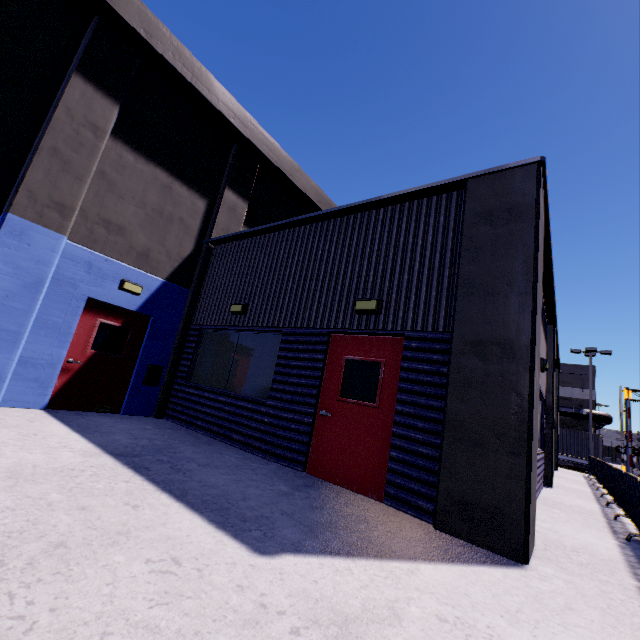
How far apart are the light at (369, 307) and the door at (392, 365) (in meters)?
0.34

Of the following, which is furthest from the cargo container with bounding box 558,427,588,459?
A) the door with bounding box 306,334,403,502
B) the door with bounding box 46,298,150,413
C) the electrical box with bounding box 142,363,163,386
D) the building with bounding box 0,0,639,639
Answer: the door with bounding box 46,298,150,413

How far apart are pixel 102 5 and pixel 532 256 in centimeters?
994cm

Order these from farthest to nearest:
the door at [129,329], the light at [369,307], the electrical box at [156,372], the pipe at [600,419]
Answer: the pipe at [600,419] → the electrical box at [156,372] → the door at [129,329] → the light at [369,307]

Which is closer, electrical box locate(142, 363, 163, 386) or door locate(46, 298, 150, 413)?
door locate(46, 298, 150, 413)

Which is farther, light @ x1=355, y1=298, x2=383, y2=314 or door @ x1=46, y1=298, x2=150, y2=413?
door @ x1=46, y1=298, x2=150, y2=413

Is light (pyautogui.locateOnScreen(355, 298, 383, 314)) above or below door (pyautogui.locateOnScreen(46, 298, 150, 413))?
above

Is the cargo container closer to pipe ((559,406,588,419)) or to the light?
pipe ((559,406,588,419))
